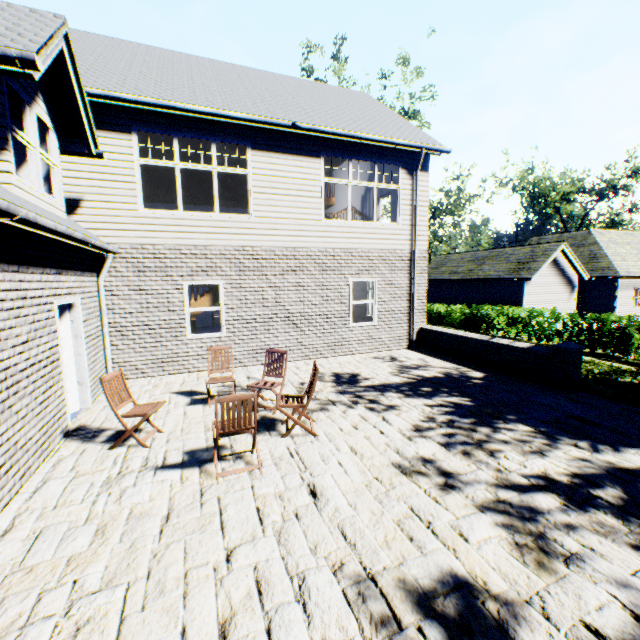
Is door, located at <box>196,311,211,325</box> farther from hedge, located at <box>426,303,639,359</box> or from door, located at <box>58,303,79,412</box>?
hedge, located at <box>426,303,639,359</box>

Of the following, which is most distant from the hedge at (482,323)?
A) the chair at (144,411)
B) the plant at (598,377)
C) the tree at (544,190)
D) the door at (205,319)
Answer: the chair at (144,411)

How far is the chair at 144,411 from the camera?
4.9m

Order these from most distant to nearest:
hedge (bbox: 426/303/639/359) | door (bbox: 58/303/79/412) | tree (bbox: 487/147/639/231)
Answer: tree (bbox: 487/147/639/231) → hedge (bbox: 426/303/639/359) → door (bbox: 58/303/79/412)

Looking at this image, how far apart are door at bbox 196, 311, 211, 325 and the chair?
13.6 meters

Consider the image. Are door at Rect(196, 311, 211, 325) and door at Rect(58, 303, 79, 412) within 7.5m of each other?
no

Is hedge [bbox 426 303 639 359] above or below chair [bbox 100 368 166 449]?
below

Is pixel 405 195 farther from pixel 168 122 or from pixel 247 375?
pixel 247 375
